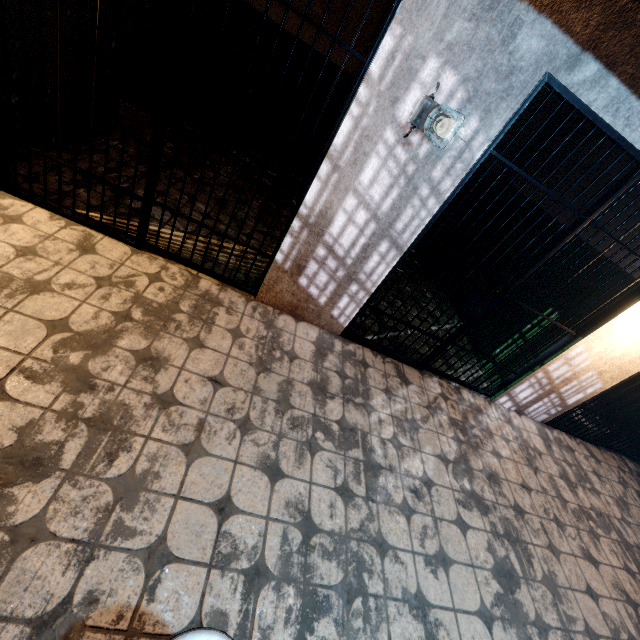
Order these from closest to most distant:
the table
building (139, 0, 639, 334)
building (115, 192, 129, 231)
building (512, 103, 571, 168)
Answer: the table < building (139, 0, 639, 334) < building (115, 192, 129, 231) < building (512, 103, 571, 168)

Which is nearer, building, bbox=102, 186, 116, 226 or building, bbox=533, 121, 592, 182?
building, bbox=102, 186, 116, 226

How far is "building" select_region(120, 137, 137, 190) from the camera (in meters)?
3.28

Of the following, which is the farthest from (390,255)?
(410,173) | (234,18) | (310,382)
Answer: (234,18)

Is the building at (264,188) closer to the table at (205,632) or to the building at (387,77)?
the building at (387,77)

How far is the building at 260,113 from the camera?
4.44m
